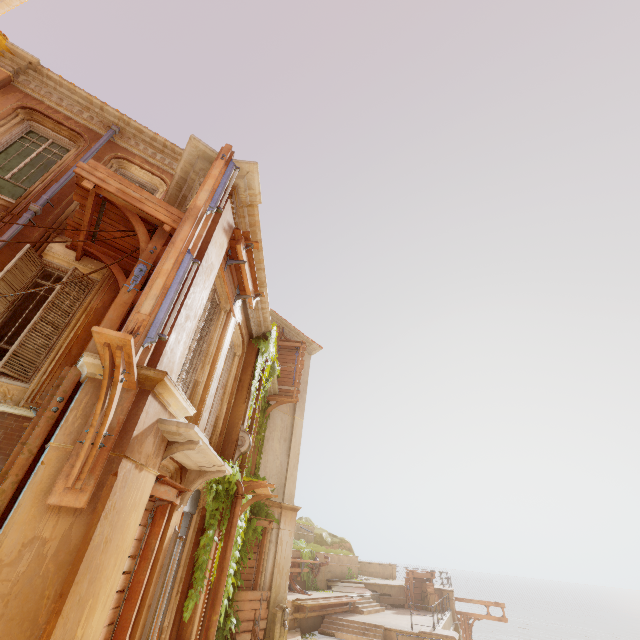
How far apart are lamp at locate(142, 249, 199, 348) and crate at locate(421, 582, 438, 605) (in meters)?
27.88

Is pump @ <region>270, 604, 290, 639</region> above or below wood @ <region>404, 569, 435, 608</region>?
below

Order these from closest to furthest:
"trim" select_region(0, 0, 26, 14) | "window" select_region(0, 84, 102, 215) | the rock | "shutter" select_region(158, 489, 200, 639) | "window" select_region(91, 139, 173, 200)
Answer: "shutter" select_region(158, 489, 200, 639)
"window" select_region(0, 84, 102, 215)
"window" select_region(91, 139, 173, 200)
"trim" select_region(0, 0, 26, 14)
the rock

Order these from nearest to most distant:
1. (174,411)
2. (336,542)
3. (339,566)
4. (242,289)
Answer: (174,411), (242,289), (339,566), (336,542)

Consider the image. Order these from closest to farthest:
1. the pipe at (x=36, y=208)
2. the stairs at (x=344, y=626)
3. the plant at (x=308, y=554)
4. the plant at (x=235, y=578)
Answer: the pipe at (x=36, y=208) < the plant at (x=235, y=578) < the stairs at (x=344, y=626) < the plant at (x=308, y=554)

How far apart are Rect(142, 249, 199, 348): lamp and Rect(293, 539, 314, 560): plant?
21.52m

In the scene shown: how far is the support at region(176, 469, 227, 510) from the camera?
5.8m

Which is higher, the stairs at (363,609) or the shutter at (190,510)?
the shutter at (190,510)
